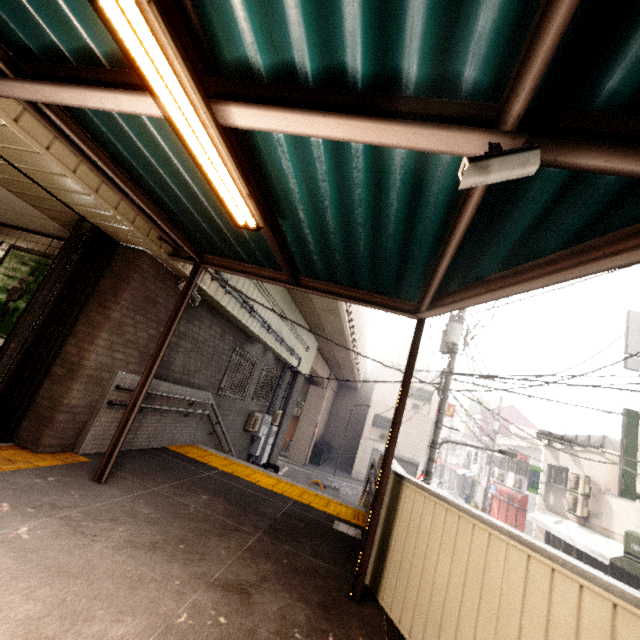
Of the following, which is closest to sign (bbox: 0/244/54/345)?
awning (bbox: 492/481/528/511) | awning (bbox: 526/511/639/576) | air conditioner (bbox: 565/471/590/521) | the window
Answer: the window

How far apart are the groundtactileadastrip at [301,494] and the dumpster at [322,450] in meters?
18.5

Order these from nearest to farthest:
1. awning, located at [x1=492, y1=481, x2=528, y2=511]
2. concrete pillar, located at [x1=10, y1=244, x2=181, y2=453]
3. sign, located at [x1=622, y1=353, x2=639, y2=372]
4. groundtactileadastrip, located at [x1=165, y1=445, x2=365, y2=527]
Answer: concrete pillar, located at [x1=10, y1=244, x2=181, y2=453] → groundtactileadastrip, located at [x1=165, y1=445, x2=365, y2=527] → sign, located at [x1=622, y1=353, x2=639, y2=372] → awning, located at [x1=492, y1=481, x2=528, y2=511]

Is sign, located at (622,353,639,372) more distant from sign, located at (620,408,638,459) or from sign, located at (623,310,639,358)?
sign, located at (620,408,638,459)

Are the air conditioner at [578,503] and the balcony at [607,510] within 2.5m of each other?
yes

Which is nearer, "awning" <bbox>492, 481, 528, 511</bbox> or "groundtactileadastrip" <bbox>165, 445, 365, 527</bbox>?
"groundtactileadastrip" <bbox>165, 445, 365, 527</bbox>

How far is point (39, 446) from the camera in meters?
4.1

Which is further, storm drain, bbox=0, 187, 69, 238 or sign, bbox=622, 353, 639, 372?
sign, bbox=622, 353, 639, 372
